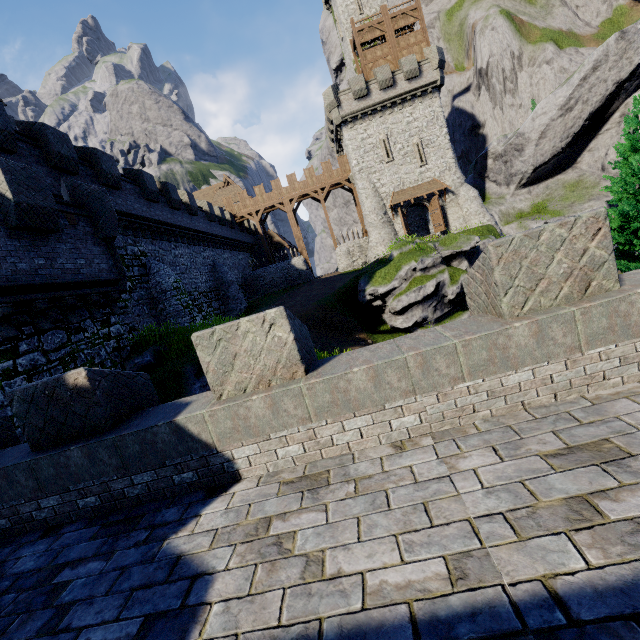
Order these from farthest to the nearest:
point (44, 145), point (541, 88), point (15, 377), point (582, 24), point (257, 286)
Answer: point (582, 24)
point (541, 88)
point (257, 286)
point (44, 145)
point (15, 377)

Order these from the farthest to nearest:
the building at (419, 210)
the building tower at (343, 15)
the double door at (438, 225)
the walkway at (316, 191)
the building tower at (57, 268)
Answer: the walkway at (316, 191) < the building at (419, 210) < the building tower at (343, 15) < the double door at (438, 225) < the building tower at (57, 268)

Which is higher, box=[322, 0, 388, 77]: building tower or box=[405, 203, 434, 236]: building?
box=[322, 0, 388, 77]: building tower

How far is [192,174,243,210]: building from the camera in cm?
4812

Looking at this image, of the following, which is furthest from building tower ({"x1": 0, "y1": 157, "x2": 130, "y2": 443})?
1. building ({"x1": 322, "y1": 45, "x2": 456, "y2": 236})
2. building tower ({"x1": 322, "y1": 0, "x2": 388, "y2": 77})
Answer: building tower ({"x1": 322, "y1": 0, "x2": 388, "y2": 77})

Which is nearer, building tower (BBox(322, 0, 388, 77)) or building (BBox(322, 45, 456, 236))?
building (BBox(322, 45, 456, 236))

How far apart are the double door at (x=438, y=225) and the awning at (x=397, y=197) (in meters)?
0.22

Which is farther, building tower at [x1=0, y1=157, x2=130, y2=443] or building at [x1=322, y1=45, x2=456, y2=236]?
building at [x1=322, y1=45, x2=456, y2=236]
